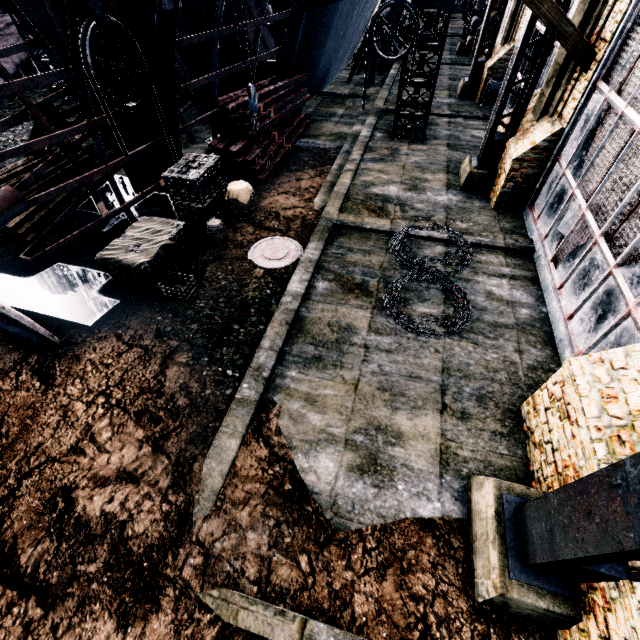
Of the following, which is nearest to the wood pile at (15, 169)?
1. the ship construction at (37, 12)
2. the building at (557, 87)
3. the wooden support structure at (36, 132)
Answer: the wooden support structure at (36, 132)

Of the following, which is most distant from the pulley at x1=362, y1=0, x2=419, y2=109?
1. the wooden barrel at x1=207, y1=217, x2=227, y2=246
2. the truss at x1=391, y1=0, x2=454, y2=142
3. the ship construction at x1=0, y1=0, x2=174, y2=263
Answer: the wooden barrel at x1=207, y1=217, x2=227, y2=246

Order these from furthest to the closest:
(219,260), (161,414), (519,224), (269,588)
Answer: (519,224), (219,260), (161,414), (269,588)

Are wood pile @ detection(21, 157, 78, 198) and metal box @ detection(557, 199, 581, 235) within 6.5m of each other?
no

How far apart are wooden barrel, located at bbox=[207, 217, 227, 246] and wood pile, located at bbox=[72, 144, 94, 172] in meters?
6.0 m

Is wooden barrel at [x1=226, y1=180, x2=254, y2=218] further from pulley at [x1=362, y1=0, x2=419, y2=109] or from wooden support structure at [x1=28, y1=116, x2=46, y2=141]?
wooden support structure at [x1=28, y1=116, x2=46, y2=141]

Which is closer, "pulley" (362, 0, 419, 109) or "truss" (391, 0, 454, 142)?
"pulley" (362, 0, 419, 109)

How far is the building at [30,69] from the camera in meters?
19.7
